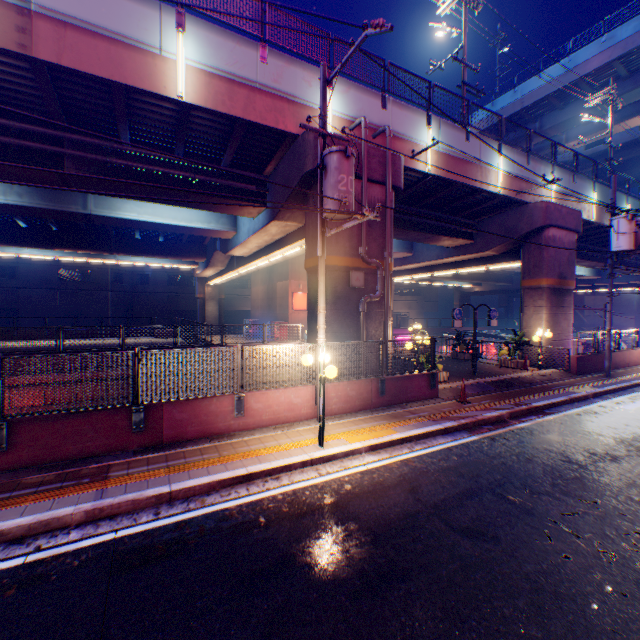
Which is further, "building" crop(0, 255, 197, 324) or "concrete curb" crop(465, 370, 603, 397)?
"building" crop(0, 255, 197, 324)

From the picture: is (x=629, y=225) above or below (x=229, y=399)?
above

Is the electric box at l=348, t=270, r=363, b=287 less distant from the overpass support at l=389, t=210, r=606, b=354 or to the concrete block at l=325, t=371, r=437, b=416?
the overpass support at l=389, t=210, r=606, b=354

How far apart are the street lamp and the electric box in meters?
4.1

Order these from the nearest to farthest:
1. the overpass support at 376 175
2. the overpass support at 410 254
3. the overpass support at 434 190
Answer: the overpass support at 376 175 → the overpass support at 434 190 → the overpass support at 410 254

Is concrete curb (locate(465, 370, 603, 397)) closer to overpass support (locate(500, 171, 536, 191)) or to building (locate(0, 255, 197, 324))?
overpass support (locate(500, 171, 536, 191))

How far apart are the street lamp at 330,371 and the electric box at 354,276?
4.1 meters

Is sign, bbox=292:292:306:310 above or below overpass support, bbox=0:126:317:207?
below
